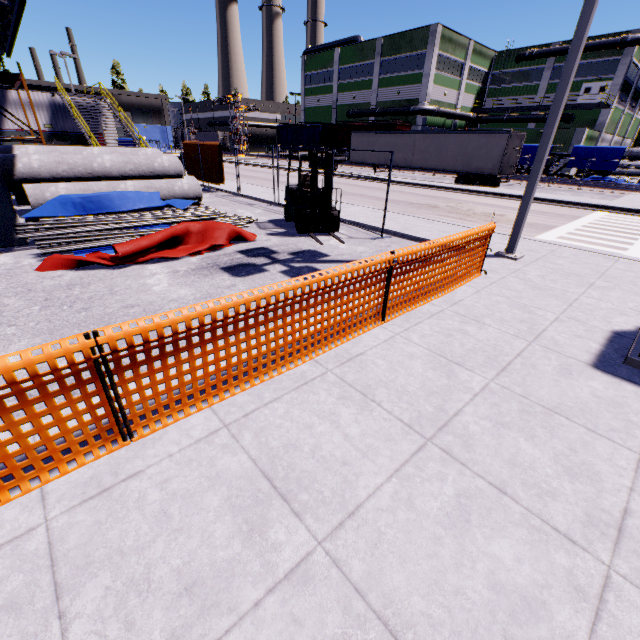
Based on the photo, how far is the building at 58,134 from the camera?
23.36m

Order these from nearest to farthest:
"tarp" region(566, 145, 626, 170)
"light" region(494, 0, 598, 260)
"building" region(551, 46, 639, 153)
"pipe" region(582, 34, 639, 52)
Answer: "light" region(494, 0, 598, 260), "tarp" region(566, 145, 626, 170), "pipe" region(582, 34, 639, 52), "building" region(551, 46, 639, 153)

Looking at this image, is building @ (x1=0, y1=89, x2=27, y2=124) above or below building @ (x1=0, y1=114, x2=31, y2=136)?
above

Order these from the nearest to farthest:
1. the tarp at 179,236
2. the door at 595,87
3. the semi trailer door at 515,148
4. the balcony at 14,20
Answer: the tarp at 179,236 < the balcony at 14,20 < the semi trailer door at 515,148 < the door at 595,87

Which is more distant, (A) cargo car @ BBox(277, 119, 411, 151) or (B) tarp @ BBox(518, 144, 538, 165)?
(A) cargo car @ BBox(277, 119, 411, 151)

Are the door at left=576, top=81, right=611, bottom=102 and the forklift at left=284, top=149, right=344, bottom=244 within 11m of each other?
no

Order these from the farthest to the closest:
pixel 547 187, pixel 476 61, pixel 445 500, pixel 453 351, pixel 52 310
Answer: pixel 476 61
pixel 547 187
pixel 52 310
pixel 453 351
pixel 445 500

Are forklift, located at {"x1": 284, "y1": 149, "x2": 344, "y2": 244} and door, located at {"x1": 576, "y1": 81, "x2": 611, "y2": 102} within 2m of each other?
no
